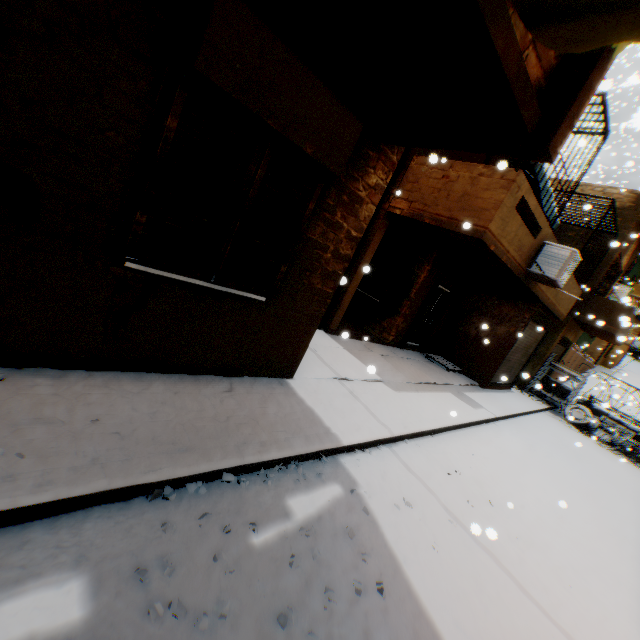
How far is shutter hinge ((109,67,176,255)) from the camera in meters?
2.5 m

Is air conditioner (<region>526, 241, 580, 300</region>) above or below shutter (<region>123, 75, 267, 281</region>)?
above

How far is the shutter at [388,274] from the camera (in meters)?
10.44

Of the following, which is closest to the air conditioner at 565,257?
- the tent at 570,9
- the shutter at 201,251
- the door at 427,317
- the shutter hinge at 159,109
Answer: the door at 427,317

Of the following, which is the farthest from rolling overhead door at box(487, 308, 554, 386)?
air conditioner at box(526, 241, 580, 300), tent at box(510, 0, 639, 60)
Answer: tent at box(510, 0, 639, 60)

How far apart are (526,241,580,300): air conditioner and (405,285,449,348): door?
2.78m

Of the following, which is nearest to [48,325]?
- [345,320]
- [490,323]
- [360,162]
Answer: [360,162]

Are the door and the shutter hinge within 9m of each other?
no
